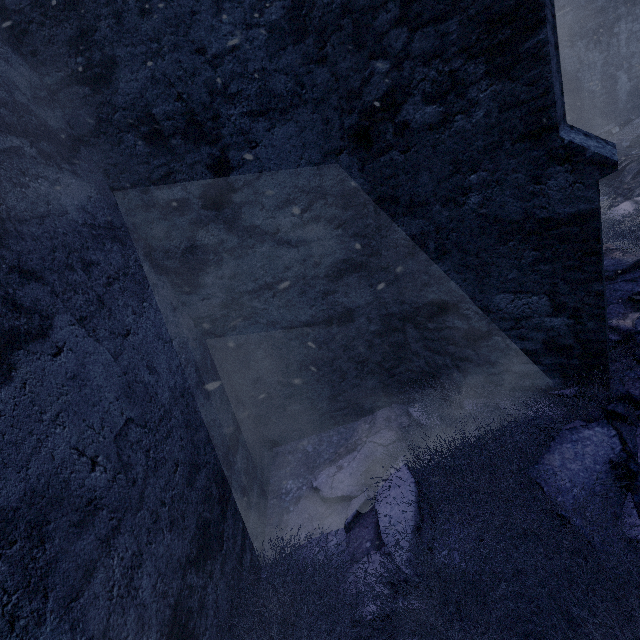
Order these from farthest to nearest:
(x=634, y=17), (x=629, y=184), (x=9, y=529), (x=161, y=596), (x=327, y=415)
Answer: (x=634, y=17) < (x=629, y=184) < (x=327, y=415) < (x=161, y=596) < (x=9, y=529)

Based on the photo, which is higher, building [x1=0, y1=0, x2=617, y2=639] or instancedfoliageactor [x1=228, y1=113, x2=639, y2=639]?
building [x1=0, y1=0, x2=617, y2=639]

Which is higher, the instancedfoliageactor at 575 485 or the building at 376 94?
the building at 376 94
